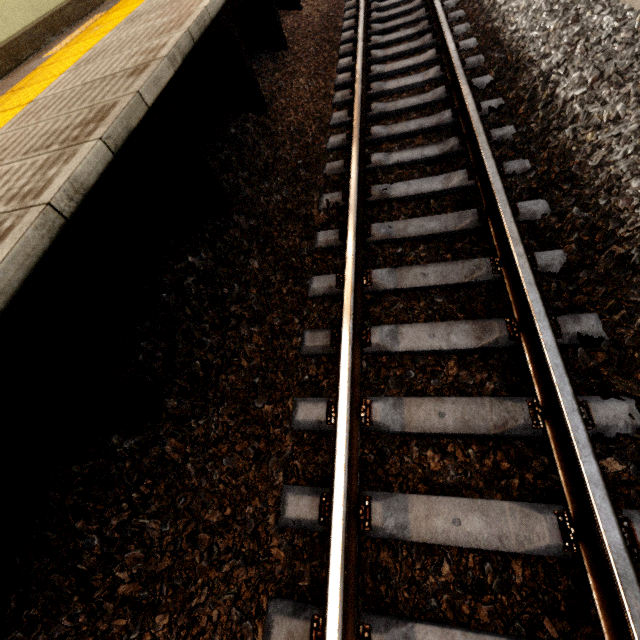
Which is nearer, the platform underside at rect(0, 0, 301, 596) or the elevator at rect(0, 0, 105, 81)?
the platform underside at rect(0, 0, 301, 596)

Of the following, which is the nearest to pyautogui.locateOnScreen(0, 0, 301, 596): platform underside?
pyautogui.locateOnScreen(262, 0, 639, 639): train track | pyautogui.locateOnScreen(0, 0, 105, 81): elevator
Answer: pyautogui.locateOnScreen(262, 0, 639, 639): train track

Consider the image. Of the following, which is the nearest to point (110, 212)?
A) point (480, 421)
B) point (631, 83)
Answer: point (480, 421)

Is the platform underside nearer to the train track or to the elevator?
the train track

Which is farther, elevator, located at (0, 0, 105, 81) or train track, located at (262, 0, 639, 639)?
elevator, located at (0, 0, 105, 81)

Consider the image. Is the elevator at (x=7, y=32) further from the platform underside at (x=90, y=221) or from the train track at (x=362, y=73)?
the train track at (x=362, y=73)
